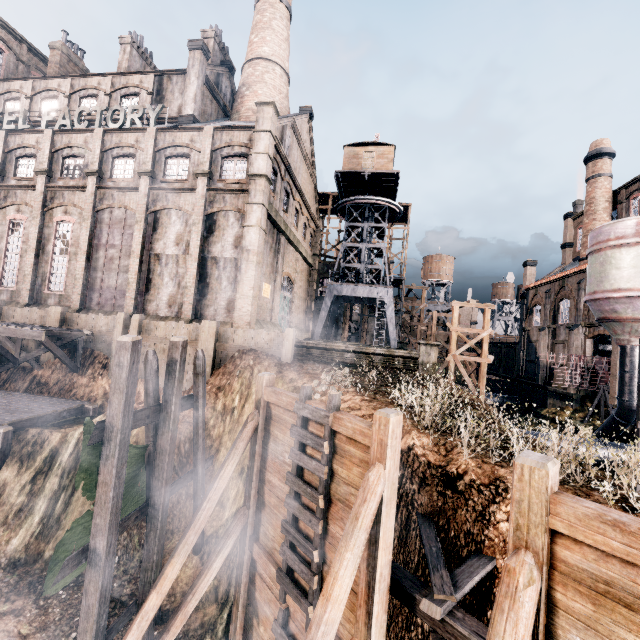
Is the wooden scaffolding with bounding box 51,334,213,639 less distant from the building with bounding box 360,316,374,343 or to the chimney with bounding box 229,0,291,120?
the building with bounding box 360,316,374,343

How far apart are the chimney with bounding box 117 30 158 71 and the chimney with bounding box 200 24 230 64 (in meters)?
7.59

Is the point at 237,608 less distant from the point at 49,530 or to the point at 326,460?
the point at 326,460

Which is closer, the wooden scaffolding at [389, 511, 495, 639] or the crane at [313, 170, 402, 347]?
the wooden scaffolding at [389, 511, 495, 639]

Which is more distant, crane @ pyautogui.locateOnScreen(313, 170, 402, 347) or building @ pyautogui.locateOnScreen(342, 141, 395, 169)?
crane @ pyautogui.locateOnScreen(313, 170, 402, 347)

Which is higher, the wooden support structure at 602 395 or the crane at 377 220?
the crane at 377 220

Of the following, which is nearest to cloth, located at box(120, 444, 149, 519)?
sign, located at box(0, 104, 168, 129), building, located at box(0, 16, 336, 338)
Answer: building, located at box(0, 16, 336, 338)

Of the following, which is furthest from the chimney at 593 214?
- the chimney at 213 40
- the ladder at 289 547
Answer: the chimney at 213 40
